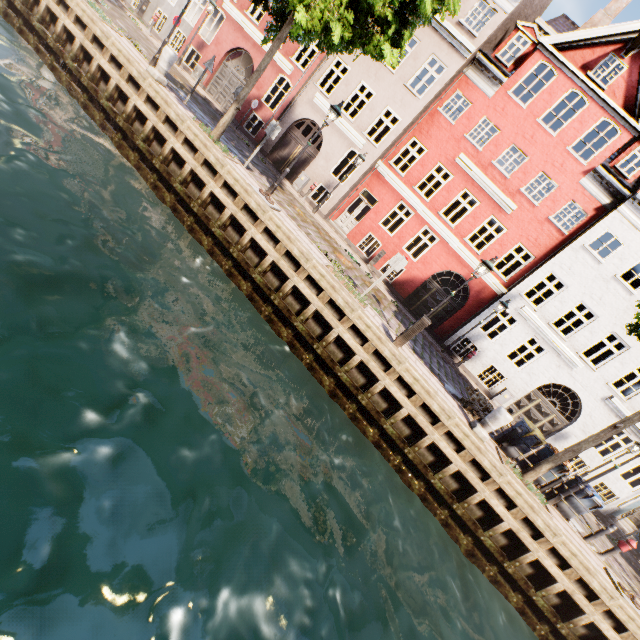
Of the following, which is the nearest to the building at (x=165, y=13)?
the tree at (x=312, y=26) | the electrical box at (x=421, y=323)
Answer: the tree at (x=312, y=26)

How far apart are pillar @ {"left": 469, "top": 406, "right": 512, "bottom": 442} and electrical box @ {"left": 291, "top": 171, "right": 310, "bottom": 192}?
14.9m

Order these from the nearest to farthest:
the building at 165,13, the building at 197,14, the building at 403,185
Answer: the building at 403,185, the building at 197,14, the building at 165,13

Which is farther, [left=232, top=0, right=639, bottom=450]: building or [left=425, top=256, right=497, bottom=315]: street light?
[left=232, top=0, right=639, bottom=450]: building

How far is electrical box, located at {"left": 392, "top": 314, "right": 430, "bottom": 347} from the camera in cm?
916

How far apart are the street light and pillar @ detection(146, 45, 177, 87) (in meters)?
12.14

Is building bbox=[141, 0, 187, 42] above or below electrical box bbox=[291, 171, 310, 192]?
above

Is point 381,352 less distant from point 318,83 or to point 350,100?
point 318,83
